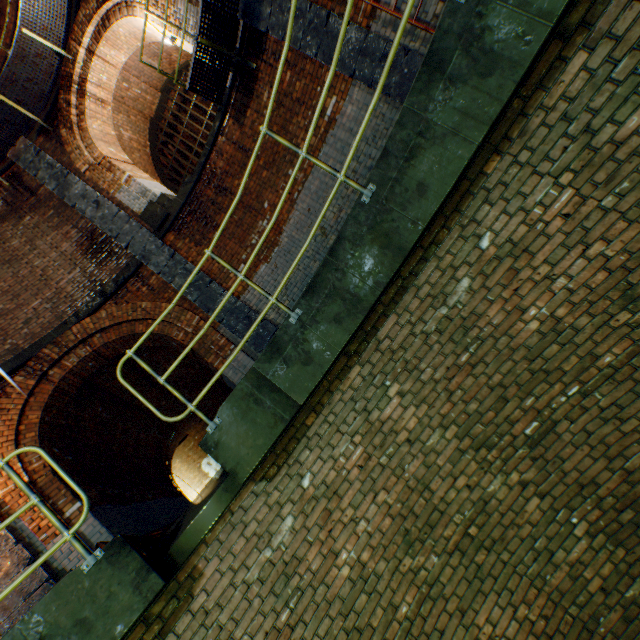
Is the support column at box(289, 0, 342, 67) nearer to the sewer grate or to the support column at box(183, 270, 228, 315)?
the sewer grate

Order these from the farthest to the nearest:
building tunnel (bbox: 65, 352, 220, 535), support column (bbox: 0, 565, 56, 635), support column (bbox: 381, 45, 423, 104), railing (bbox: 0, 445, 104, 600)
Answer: building tunnel (bbox: 65, 352, 220, 535)
support column (bbox: 381, 45, 423, 104)
support column (bbox: 0, 565, 56, 635)
railing (bbox: 0, 445, 104, 600)

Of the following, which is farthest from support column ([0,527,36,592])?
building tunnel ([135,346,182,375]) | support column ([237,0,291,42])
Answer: support column ([237,0,291,42])

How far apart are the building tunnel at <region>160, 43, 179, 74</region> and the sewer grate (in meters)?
0.00

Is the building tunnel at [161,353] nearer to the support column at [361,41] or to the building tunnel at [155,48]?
the building tunnel at [155,48]

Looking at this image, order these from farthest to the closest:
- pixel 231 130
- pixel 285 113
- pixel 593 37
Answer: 1. pixel 231 130
2. pixel 285 113
3. pixel 593 37

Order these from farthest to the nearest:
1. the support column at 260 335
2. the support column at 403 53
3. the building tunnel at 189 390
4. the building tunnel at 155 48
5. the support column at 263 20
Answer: the building tunnel at 189 390, the building tunnel at 155 48, the support column at 260 335, the support column at 263 20, the support column at 403 53
